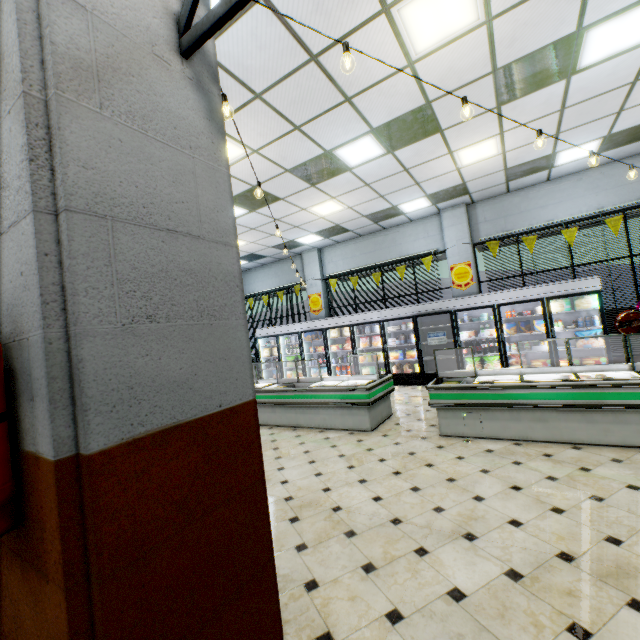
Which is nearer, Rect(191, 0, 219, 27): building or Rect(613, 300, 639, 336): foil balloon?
Rect(191, 0, 219, 27): building

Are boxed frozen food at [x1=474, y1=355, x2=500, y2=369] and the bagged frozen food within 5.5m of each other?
yes

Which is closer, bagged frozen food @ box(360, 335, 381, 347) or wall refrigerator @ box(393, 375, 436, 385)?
wall refrigerator @ box(393, 375, 436, 385)

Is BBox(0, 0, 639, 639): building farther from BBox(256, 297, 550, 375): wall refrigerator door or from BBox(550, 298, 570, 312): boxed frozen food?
BBox(550, 298, 570, 312): boxed frozen food

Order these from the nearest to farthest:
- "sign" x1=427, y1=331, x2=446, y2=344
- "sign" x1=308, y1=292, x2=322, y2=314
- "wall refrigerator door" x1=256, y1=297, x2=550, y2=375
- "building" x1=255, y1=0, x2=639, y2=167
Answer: "building" x1=255, y1=0, x2=639, y2=167 → "wall refrigerator door" x1=256, y1=297, x2=550, y2=375 → "sign" x1=427, y1=331, x2=446, y2=344 → "sign" x1=308, y1=292, x2=322, y2=314

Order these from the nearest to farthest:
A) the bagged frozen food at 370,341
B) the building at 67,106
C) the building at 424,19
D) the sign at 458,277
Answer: the building at 67,106, the building at 424,19, the sign at 458,277, the bagged frozen food at 370,341

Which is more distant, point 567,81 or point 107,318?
point 567,81

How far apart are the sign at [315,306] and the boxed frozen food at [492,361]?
5.2m
